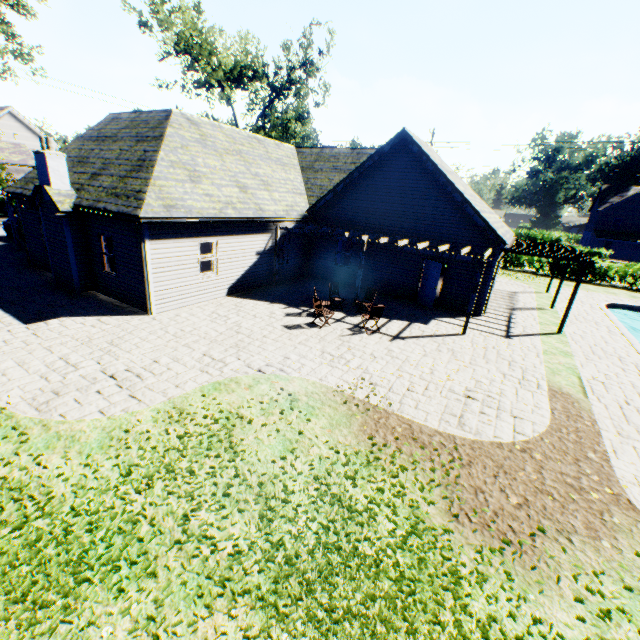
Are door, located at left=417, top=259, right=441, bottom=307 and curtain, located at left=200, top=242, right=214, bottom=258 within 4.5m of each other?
no

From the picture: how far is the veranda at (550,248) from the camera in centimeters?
1312cm

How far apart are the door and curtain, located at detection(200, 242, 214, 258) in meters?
9.9 m

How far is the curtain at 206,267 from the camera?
13.4 meters

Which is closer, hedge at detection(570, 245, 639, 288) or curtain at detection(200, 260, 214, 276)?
curtain at detection(200, 260, 214, 276)

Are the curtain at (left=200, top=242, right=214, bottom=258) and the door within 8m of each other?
no

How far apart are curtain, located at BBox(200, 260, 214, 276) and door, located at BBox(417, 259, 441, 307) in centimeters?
1000cm

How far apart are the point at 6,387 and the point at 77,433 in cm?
267
